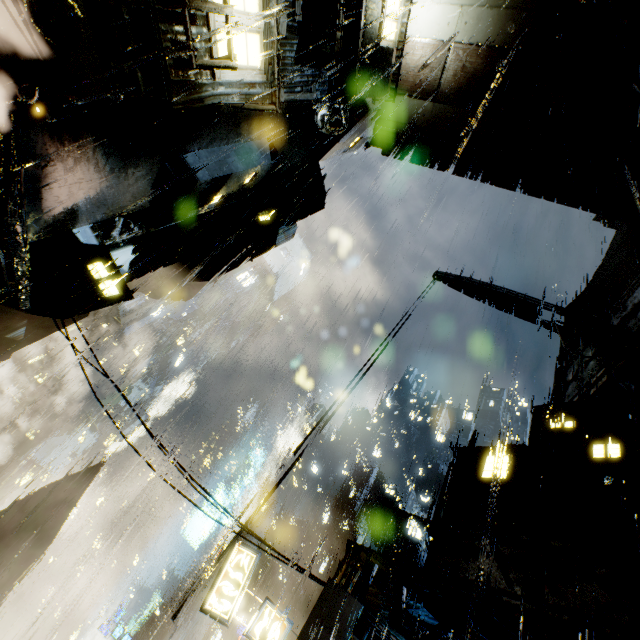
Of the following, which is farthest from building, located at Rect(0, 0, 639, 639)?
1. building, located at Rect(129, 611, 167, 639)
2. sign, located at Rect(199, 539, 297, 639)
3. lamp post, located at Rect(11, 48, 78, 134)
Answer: building, located at Rect(129, 611, 167, 639)

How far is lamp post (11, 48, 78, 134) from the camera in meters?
5.9

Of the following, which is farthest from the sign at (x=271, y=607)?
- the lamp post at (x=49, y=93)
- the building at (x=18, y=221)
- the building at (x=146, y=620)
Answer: the building at (x=146, y=620)

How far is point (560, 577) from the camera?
16.1m

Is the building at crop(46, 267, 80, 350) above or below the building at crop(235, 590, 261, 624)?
above

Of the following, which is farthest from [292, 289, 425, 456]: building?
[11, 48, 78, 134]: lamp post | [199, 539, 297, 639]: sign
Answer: [199, 539, 297, 639]: sign

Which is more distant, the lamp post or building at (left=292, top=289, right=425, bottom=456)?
building at (left=292, top=289, right=425, bottom=456)

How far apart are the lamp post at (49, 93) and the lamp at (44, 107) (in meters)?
0.11
